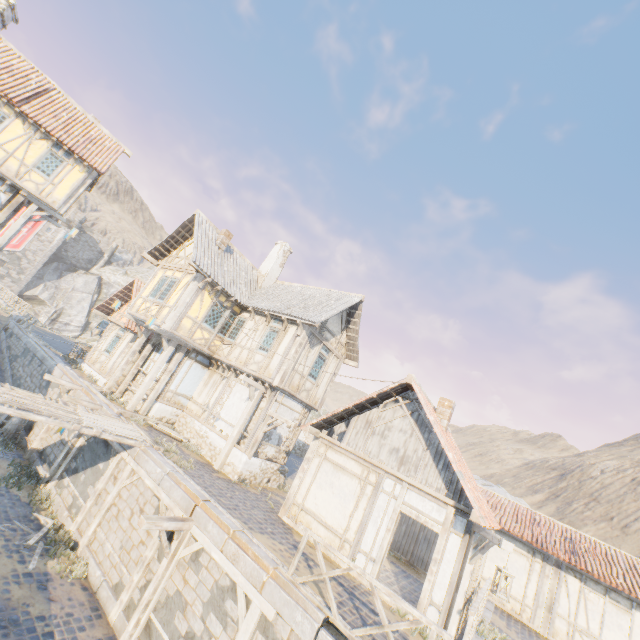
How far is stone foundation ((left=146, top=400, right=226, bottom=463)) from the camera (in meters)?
13.86

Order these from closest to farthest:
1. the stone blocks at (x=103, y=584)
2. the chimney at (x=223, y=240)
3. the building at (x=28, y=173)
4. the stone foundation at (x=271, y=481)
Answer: the stone blocks at (x=103, y=584), the stone foundation at (x=271, y=481), the building at (x=28, y=173), the chimney at (x=223, y=240)

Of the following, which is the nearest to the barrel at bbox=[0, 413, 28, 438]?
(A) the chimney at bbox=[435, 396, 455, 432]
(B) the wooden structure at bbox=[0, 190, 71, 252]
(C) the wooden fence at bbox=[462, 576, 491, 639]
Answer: (B) the wooden structure at bbox=[0, 190, 71, 252]

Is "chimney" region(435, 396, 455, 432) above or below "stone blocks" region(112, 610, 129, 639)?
above

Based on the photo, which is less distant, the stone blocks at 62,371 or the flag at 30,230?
the stone blocks at 62,371

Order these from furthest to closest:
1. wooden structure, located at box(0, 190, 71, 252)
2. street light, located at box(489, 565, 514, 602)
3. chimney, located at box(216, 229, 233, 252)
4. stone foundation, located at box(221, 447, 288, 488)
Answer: chimney, located at box(216, 229, 233, 252), wooden structure, located at box(0, 190, 71, 252), stone foundation, located at box(221, 447, 288, 488), street light, located at box(489, 565, 514, 602)

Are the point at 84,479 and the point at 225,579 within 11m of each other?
yes

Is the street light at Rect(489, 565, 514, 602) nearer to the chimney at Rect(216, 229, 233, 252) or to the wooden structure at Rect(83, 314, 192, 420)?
the wooden structure at Rect(83, 314, 192, 420)
